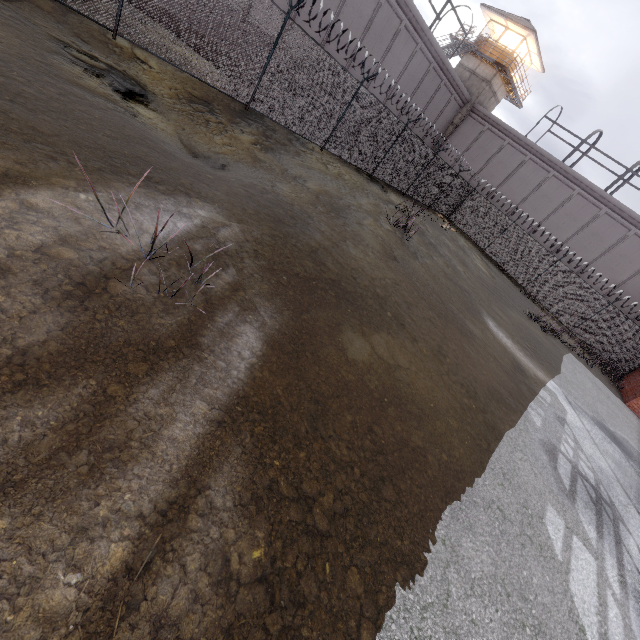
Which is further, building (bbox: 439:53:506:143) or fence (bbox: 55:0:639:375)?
building (bbox: 439:53:506:143)

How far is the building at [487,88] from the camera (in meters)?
29.19

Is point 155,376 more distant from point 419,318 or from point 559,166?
point 559,166

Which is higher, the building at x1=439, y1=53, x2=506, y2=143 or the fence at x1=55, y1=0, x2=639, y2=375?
the building at x1=439, y1=53, x2=506, y2=143

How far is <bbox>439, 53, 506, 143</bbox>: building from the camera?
29.2 meters

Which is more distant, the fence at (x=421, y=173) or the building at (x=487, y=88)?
the building at (x=487, y=88)
